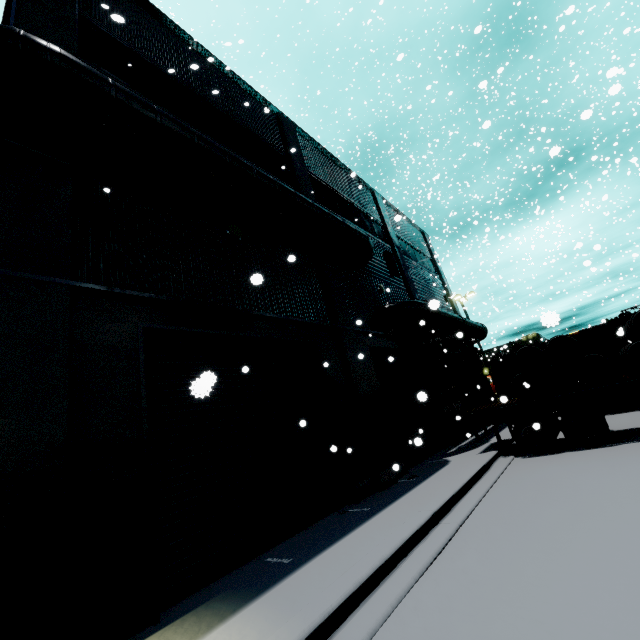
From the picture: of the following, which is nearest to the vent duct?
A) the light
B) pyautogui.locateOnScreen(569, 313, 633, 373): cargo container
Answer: the light

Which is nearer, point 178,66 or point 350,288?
point 178,66

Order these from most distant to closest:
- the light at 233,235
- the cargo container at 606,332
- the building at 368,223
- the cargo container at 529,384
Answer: the cargo container at 529,384 < the cargo container at 606,332 < the light at 233,235 < the building at 368,223

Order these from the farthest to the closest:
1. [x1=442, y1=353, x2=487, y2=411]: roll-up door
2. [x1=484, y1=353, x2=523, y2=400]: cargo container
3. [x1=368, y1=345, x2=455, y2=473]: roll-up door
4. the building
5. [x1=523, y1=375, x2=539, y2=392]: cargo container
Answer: [x1=442, y1=353, x2=487, y2=411]: roll-up door < [x1=484, y1=353, x2=523, y2=400]: cargo container < [x1=523, y1=375, x2=539, y2=392]: cargo container < [x1=368, y1=345, x2=455, y2=473]: roll-up door < the building

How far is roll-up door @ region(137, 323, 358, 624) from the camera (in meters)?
5.16

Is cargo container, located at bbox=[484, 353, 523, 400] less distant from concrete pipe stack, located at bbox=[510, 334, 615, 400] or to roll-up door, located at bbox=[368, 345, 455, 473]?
roll-up door, located at bbox=[368, 345, 455, 473]

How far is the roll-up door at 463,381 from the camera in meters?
18.4

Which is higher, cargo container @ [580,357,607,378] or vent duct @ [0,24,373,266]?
vent duct @ [0,24,373,266]
